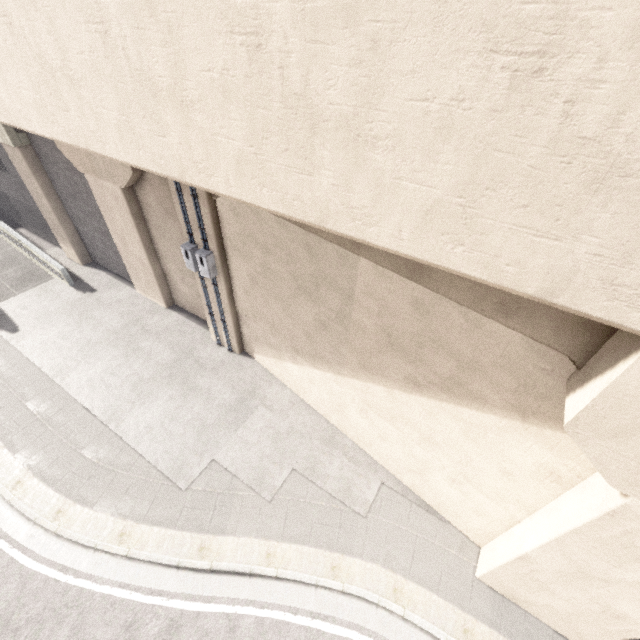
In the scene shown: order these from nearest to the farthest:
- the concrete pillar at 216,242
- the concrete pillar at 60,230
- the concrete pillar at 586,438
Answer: the concrete pillar at 586,438 → the concrete pillar at 216,242 → the concrete pillar at 60,230

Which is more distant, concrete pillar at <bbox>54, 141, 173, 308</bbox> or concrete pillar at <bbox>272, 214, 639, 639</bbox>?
concrete pillar at <bbox>54, 141, 173, 308</bbox>

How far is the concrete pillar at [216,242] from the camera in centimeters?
792cm

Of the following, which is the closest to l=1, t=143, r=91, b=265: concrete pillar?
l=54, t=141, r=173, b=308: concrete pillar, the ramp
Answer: l=54, t=141, r=173, b=308: concrete pillar

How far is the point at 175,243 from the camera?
10.79m

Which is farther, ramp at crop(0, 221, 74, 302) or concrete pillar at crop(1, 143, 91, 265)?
ramp at crop(0, 221, 74, 302)

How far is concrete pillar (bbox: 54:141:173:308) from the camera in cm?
973
